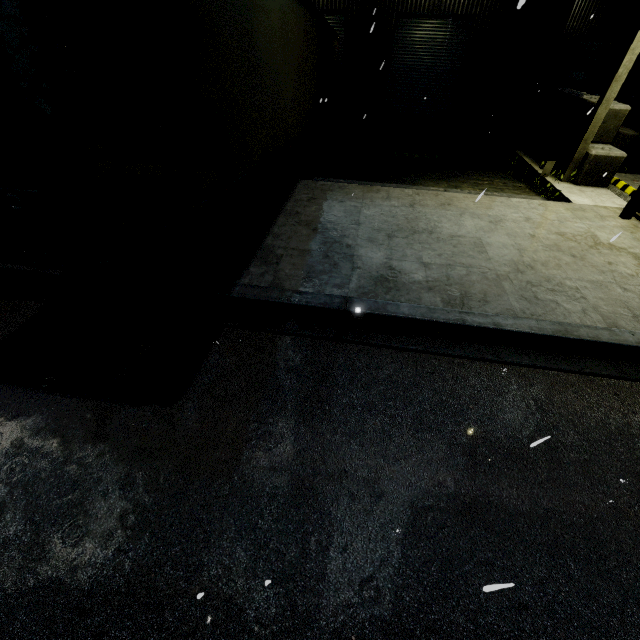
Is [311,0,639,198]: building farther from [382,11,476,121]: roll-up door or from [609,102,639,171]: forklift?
[609,102,639,171]: forklift

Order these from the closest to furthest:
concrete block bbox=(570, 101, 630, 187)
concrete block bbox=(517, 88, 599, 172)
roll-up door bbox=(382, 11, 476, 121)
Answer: concrete block bbox=(570, 101, 630, 187) < concrete block bbox=(517, 88, 599, 172) < roll-up door bbox=(382, 11, 476, 121)

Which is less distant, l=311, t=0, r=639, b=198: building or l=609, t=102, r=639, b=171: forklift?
l=609, t=102, r=639, b=171: forklift

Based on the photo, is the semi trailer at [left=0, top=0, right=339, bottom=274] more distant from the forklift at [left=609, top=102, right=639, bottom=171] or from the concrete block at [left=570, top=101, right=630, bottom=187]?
the forklift at [left=609, top=102, right=639, bottom=171]

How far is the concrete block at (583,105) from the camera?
10.0 meters

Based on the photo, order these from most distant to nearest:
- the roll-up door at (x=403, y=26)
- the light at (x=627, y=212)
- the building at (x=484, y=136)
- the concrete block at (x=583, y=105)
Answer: the roll-up door at (x=403, y=26), the building at (x=484, y=136), the concrete block at (x=583, y=105), the light at (x=627, y=212)

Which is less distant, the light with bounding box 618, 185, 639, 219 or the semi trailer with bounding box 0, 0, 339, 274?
the semi trailer with bounding box 0, 0, 339, 274

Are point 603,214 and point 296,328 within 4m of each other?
no
